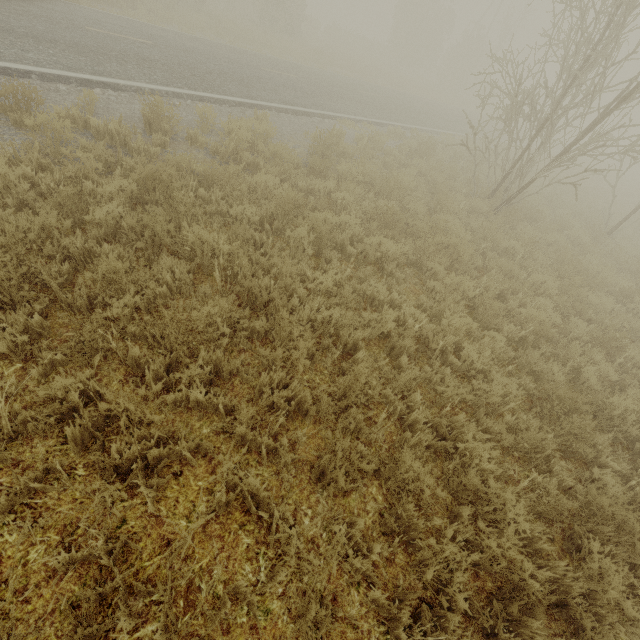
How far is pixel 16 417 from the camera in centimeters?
256cm
